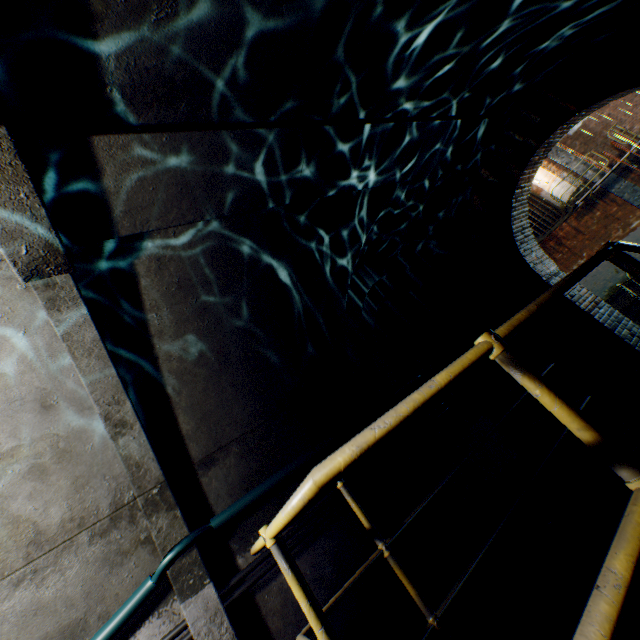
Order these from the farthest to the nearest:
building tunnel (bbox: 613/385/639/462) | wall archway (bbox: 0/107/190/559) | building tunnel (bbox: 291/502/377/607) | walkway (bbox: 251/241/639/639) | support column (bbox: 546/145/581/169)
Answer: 1. support column (bbox: 546/145/581/169)
2. building tunnel (bbox: 613/385/639/462)
3. building tunnel (bbox: 291/502/377/607)
4. wall archway (bbox: 0/107/190/559)
5. walkway (bbox: 251/241/639/639)

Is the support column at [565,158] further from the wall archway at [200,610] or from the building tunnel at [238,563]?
the wall archway at [200,610]

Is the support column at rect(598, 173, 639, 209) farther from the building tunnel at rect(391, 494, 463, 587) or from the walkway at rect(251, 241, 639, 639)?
the walkway at rect(251, 241, 639, 639)

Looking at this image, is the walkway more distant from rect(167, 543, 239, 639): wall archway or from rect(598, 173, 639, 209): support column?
rect(598, 173, 639, 209): support column

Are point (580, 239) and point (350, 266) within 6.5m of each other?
no

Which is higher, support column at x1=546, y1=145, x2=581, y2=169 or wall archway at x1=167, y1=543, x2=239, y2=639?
support column at x1=546, y1=145, x2=581, y2=169

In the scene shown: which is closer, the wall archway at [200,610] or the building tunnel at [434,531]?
the wall archway at [200,610]
